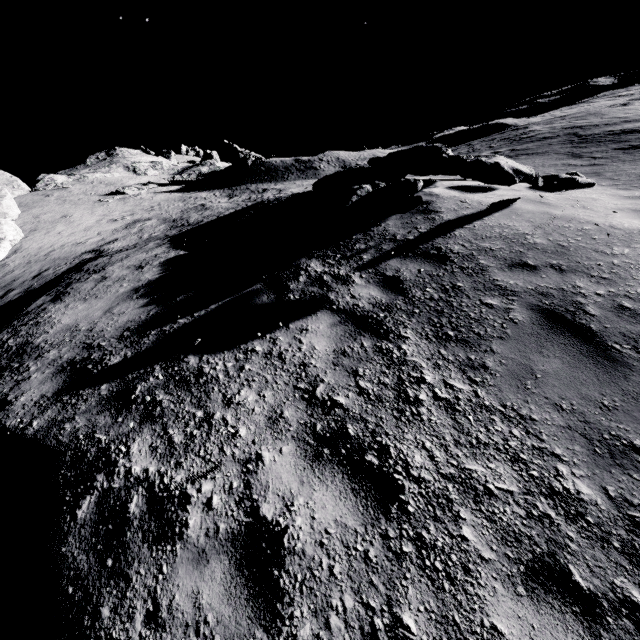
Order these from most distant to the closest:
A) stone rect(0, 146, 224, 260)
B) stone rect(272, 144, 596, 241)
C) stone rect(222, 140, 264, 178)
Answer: stone rect(222, 140, 264, 178) → stone rect(0, 146, 224, 260) → stone rect(272, 144, 596, 241)

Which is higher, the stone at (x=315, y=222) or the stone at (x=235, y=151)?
the stone at (x=235, y=151)

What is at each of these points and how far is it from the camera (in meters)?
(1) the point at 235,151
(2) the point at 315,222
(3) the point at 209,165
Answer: (1) stone, 42.56
(2) stone, 7.21
(3) stone, 49.56

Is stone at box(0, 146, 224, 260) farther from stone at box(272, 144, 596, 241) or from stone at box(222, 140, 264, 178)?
stone at box(272, 144, 596, 241)

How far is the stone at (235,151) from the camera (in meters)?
38.31

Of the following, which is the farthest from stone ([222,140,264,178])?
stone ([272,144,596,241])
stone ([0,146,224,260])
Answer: stone ([272,144,596,241])

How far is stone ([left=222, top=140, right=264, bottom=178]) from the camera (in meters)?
38.31
